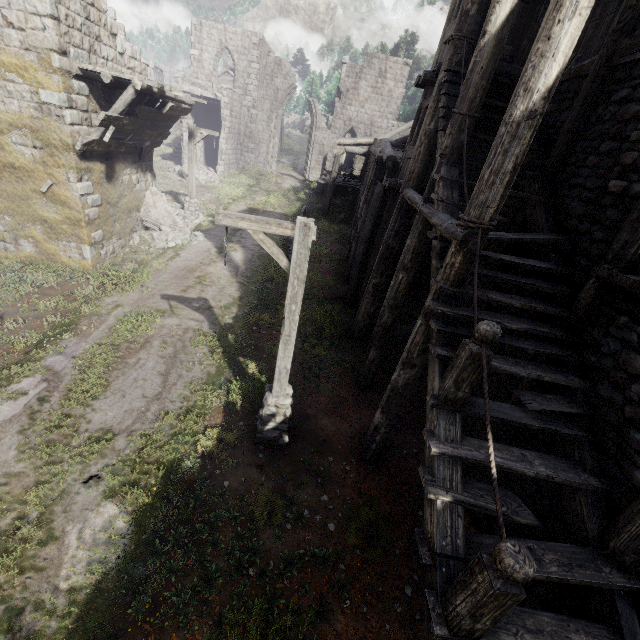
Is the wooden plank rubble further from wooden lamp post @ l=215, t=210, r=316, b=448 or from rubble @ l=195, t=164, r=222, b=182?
rubble @ l=195, t=164, r=222, b=182

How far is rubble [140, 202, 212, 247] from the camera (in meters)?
14.95

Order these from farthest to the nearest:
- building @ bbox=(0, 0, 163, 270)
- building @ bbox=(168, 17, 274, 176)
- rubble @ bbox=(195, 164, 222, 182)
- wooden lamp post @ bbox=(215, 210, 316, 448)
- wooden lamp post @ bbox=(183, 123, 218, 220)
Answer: building @ bbox=(168, 17, 274, 176) → rubble @ bbox=(195, 164, 222, 182) → wooden lamp post @ bbox=(183, 123, 218, 220) → building @ bbox=(0, 0, 163, 270) → wooden lamp post @ bbox=(215, 210, 316, 448)

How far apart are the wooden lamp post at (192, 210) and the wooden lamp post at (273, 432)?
13.1m

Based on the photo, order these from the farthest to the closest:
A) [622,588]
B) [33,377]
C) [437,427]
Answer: [33,377] < [437,427] < [622,588]

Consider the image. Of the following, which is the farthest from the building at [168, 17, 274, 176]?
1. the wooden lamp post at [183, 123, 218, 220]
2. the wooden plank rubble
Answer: the wooden lamp post at [183, 123, 218, 220]

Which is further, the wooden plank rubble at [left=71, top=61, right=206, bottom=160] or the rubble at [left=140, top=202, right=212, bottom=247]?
the rubble at [left=140, top=202, right=212, bottom=247]

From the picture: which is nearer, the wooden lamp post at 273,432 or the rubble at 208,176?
the wooden lamp post at 273,432
